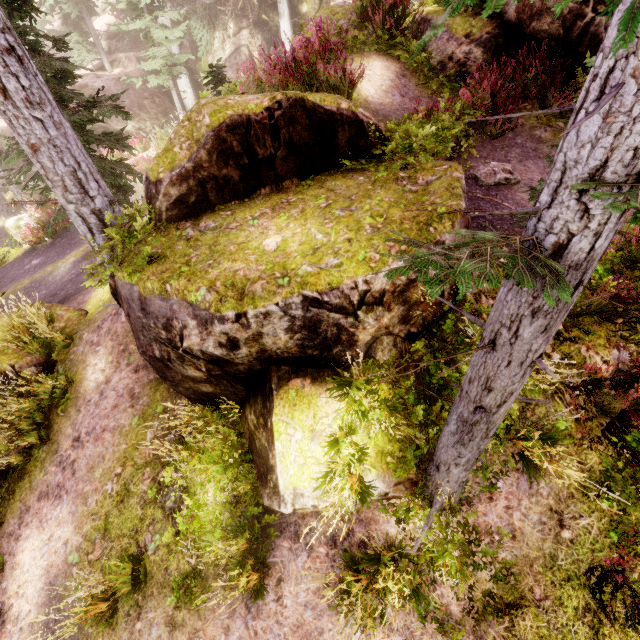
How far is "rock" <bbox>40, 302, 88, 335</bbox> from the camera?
8.1m

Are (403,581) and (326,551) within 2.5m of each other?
yes

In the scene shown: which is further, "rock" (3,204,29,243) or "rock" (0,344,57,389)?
"rock" (3,204,29,243)

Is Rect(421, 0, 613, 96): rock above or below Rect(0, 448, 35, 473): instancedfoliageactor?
above

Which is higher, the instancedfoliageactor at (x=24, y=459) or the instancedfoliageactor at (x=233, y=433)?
the instancedfoliageactor at (x=233, y=433)

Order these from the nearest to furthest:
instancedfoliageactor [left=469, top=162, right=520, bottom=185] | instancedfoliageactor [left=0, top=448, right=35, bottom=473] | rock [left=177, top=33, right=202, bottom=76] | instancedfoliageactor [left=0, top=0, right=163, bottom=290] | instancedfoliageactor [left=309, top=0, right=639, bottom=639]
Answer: instancedfoliageactor [left=309, top=0, right=639, bottom=639]
instancedfoliageactor [left=0, top=0, right=163, bottom=290]
instancedfoliageactor [left=469, top=162, right=520, bottom=185]
instancedfoliageactor [left=0, top=448, right=35, bottom=473]
rock [left=177, top=33, right=202, bottom=76]

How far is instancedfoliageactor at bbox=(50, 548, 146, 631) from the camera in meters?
3.9
